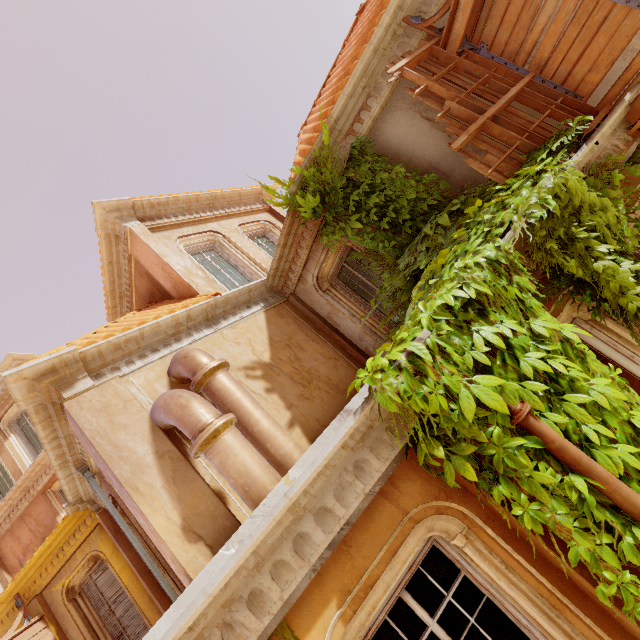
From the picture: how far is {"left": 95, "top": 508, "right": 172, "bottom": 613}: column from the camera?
7.60m

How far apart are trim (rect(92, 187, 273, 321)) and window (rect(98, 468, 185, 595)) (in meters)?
4.88

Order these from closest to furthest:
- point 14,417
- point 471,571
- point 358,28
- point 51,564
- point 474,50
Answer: point 471,571 < point 474,50 < point 358,28 < point 51,564 < point 14,417

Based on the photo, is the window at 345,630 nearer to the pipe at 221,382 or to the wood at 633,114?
the pipe at 221,382

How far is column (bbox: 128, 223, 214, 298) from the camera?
7.6m

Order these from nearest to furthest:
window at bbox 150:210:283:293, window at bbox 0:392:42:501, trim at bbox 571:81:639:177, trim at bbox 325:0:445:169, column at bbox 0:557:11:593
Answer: trim at bbox 571:81:639:177 → trim at bbox 325:0:445:169 → window at bbox 150:210:283:293 → column at bbox 0:557:11:593 → window at bbox 0:392:42:501

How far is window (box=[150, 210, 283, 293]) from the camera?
8.6 meters

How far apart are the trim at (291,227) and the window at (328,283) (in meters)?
0.01
